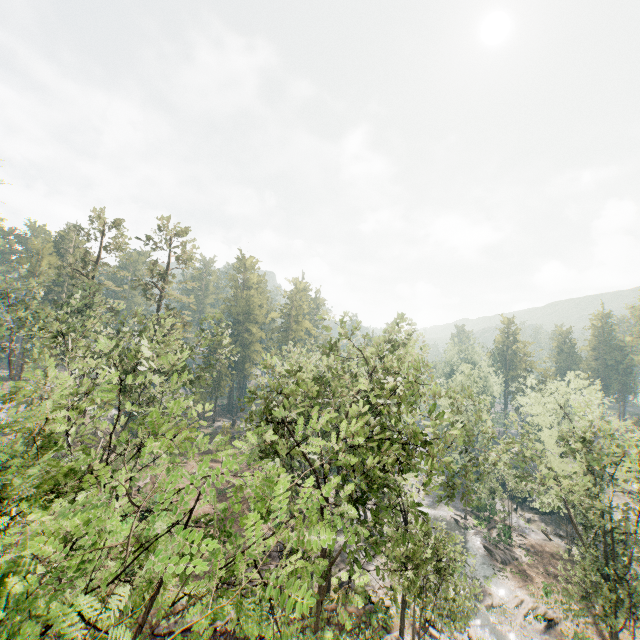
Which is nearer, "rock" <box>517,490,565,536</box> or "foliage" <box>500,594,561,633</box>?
"foliage" <box>500,594,561,633</box>

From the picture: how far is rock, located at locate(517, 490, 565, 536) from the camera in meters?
45.7 m

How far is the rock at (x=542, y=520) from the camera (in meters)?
45.72

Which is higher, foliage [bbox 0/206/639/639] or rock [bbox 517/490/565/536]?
foliage [bbox 0/206/639/639]

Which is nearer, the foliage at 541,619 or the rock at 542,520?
the foliage at 541,619

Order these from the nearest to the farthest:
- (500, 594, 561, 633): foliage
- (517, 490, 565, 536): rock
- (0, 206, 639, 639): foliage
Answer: (0, 206, 639, 639): foliage → (500, 594, 561, 633): foliage → (517, 490, 565, 536): rock

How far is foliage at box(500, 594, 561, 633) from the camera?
28.5m

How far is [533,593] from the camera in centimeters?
3312cm
